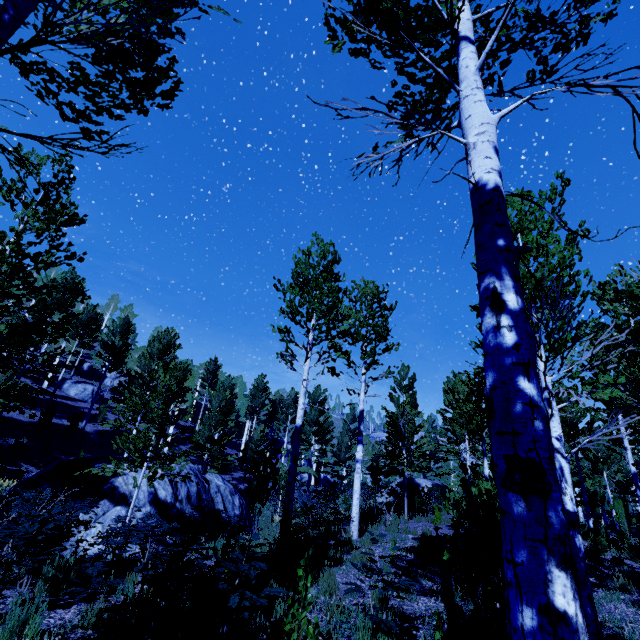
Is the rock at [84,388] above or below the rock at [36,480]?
above

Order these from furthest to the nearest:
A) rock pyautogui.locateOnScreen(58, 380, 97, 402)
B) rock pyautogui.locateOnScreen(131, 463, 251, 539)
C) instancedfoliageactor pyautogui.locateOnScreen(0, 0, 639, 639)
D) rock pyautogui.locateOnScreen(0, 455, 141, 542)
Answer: rock pyautogui.locateOnScreen(58, 380, 97, 402)
rock pyautogui.locateOnScreen(131, 463, 251, 539)
rock pyautogui.locateOnScreen(0, 455, 141, 542)
instancedfoliageactor pyautogui.locateOnScreen(0, 0, 639, 639)

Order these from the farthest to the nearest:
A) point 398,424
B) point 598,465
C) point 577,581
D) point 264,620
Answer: point 598,465 < point 398,424 < point 264,620 < point 577,581

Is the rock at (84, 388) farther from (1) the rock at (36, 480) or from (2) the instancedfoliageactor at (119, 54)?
(1) the rock at (36, 480)

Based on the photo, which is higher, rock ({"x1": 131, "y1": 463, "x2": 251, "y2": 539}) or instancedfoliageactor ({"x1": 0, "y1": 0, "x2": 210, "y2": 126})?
instancedfoliageactor ({"x1": 0, "y1": 0, "x2": 210, "y2": 126})

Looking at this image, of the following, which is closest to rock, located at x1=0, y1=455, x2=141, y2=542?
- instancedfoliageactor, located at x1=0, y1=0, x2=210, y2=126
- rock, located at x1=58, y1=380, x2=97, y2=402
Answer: instancedfoliageactor, located at x1=0, y1=0, x2=210, y2=126

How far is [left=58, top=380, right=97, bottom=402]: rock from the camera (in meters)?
33.06
